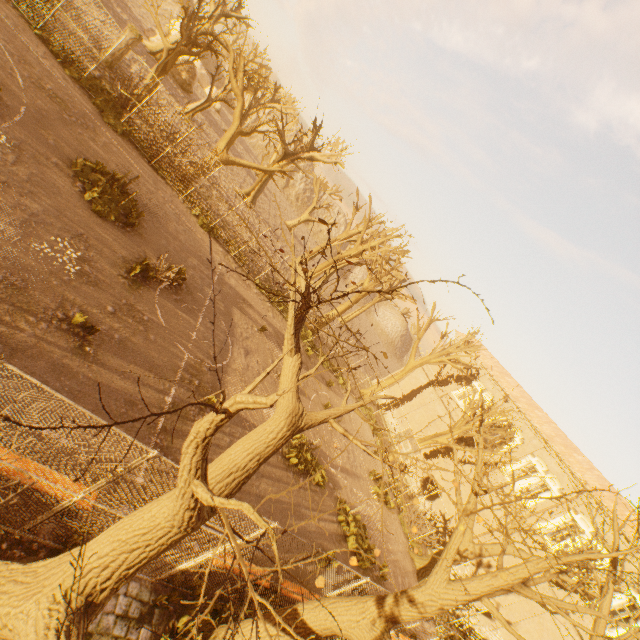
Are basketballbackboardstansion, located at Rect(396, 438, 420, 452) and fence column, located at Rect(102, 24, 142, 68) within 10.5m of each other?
no

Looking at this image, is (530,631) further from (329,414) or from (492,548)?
(329,414)

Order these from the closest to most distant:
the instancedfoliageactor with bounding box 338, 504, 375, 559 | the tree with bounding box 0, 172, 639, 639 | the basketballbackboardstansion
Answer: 1. the tree with bounding box 0, 172, 639, 639
2. the instancedfoliageactor with bounding box 338, 504, 375, 559
3. the basketballbackboardstansion

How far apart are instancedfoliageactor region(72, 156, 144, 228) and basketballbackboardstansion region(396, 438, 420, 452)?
16.99m

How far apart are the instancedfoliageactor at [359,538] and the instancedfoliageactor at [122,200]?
14.87m

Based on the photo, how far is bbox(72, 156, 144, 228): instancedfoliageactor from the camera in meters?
10.7 m

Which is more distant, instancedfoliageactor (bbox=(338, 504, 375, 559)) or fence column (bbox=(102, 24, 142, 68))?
fence column (bbox=(102, 24, 142, 68))

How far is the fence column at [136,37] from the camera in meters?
17.5 m
